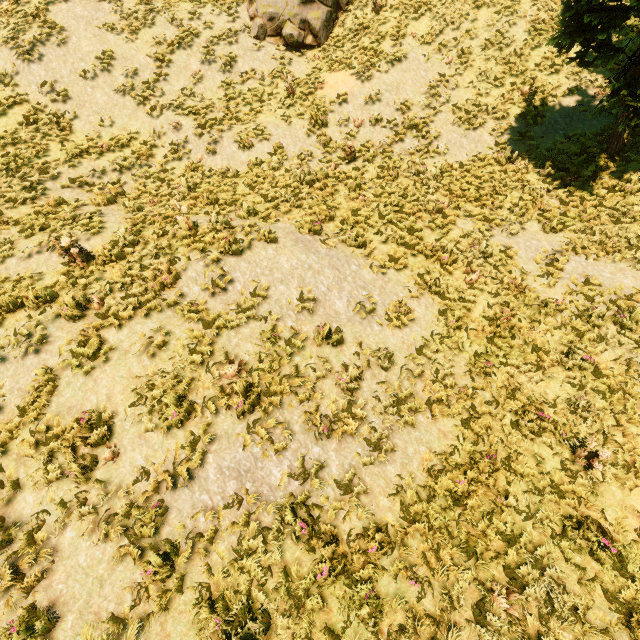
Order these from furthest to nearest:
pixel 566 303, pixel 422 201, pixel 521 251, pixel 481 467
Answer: pixel 422 201 < pixel 521 251 < pixel 566 303 < pixel 481 467

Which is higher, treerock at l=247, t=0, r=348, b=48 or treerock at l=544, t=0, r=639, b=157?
treerock at l=247, t=0, r=348, b=48

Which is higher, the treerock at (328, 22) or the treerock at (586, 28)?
the treerock at (328, 22)

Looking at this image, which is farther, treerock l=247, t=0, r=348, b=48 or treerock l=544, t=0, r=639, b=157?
Result: treerock l=247, t=0, r=348, b=48

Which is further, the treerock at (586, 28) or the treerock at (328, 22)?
the treerock at (328, 22)
